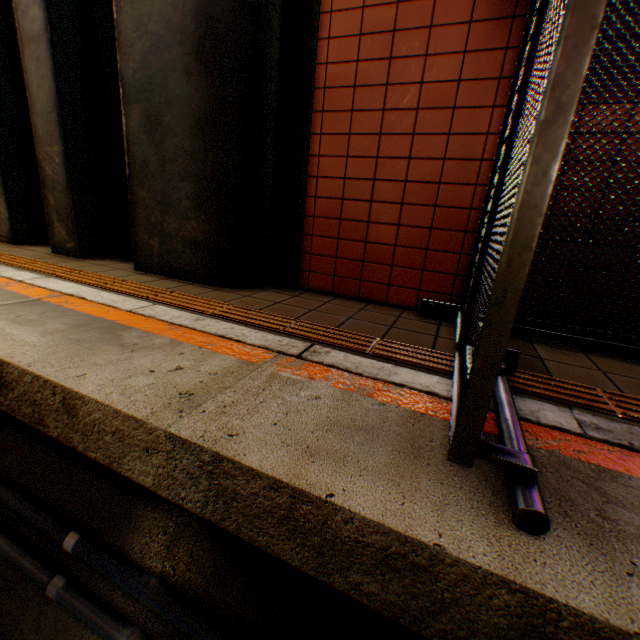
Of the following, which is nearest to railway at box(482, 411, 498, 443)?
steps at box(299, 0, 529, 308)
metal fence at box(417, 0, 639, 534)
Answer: metal fence at box(417, 0, 639, 534)

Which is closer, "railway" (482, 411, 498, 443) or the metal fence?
the metal fence

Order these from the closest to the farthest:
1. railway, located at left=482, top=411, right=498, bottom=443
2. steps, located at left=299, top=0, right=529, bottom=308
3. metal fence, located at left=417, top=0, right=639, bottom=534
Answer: metal fence, located at left=417, top=0, right=639, bottom=534, railway, located at left=482, top=411, right=498, bottom=443, steps, located at left=299, top=0, right=529, bottom=308

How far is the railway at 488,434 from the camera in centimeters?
130cm

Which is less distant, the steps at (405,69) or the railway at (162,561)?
the railway at (162,561)

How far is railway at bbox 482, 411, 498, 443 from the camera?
1.3 meters

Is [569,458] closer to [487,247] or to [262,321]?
[487,247]
